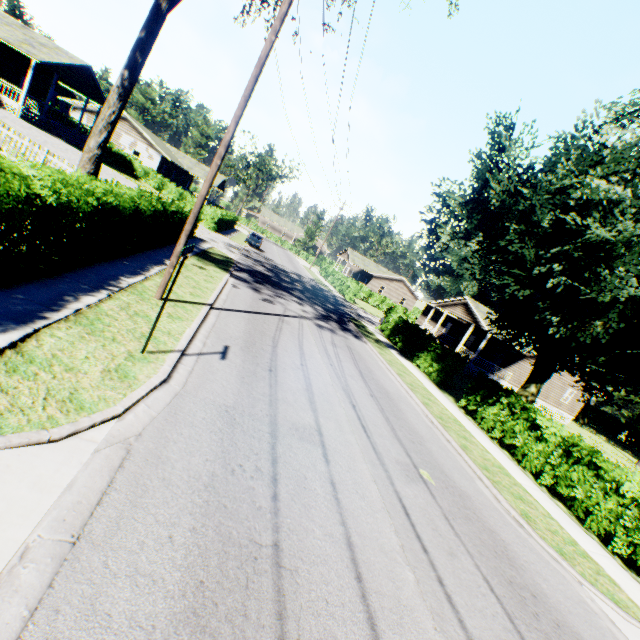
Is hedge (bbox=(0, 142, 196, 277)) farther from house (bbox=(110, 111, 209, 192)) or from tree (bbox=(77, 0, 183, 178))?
house (bbox=(110, 111, 209, 192))

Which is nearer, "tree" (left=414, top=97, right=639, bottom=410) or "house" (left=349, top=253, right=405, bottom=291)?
"tree" (left=414, top=97, right=639, bottom=410)

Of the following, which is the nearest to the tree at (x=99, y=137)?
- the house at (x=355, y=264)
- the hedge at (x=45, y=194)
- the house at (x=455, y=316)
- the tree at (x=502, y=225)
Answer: the hedge at (x=45, y=194)

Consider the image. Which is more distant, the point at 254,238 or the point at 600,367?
the point at 254,238

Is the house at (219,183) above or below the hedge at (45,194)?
above

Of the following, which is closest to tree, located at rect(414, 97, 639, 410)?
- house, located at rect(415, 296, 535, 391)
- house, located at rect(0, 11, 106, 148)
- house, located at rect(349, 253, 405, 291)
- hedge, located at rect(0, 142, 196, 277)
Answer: hedge, located at rect(0, 142, 196, 277)

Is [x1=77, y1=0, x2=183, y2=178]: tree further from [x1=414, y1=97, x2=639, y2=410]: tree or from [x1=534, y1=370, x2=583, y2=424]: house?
[x1=534, y1=370, x2=583, y2=424]: house

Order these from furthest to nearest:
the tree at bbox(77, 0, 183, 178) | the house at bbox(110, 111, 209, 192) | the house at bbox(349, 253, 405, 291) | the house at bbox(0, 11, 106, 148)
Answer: the house at bbox(349, 253, 405, 291) → the house at bbox(110, 111, 209, 192) → the house at bbox(0, 11, 106, 148) → the tree at bbox(77, 0, 183, 178)
